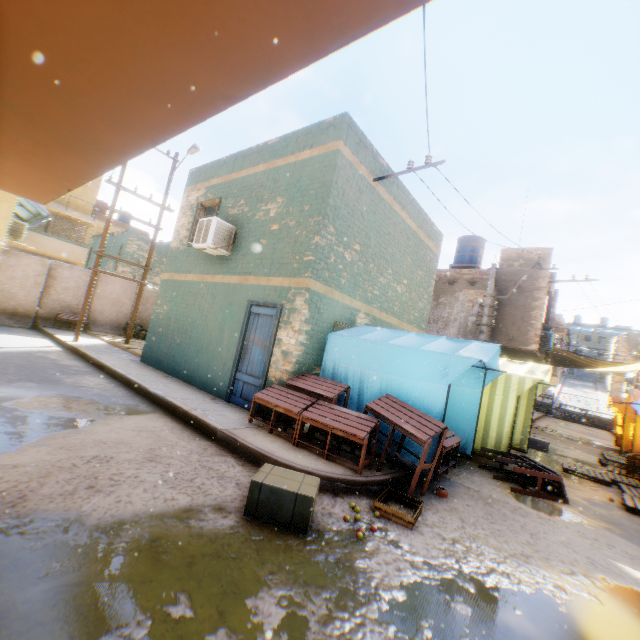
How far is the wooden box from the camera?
4.0m

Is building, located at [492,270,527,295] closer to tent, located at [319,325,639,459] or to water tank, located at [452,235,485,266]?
tent, located at [319,325,639,459]

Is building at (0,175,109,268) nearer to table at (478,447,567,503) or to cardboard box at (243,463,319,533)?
table at (478,447,567,503)

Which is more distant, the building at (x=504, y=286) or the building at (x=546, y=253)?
the building at (x=504, y=286)

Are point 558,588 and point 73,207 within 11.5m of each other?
no

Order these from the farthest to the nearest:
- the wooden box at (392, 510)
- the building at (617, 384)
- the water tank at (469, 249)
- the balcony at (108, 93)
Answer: the building at (617, 384) → the water tank at (469, 249) → the wooden box at (392, 510) → the balcony at (108, 93)

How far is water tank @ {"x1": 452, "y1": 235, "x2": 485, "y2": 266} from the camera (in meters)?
18.59

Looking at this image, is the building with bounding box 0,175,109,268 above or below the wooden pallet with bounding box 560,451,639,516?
above
